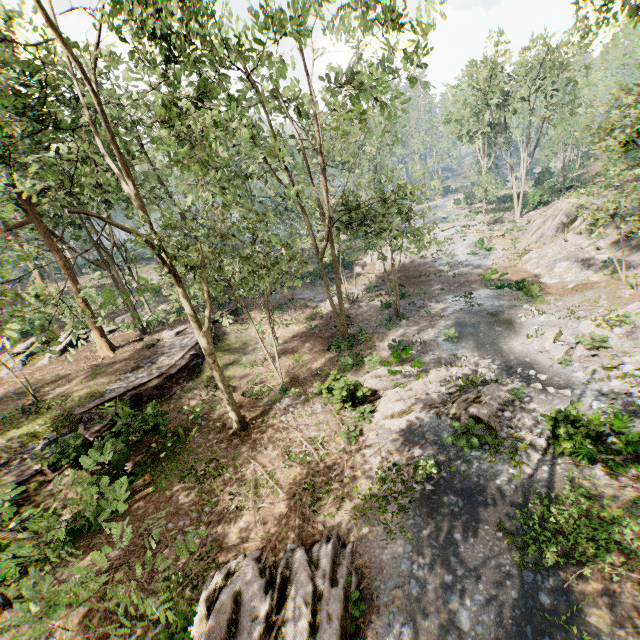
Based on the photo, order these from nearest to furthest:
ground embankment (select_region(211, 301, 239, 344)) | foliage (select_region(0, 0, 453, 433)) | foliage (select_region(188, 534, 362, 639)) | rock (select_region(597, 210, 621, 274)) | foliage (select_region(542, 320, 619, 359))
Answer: foliage (select_region(188, 534, 362, 639)) < foliage (select_region(0, 0, 453, 433)) < foliage (select_region(542, 320, 619, 359)) < rock (select_region(597, 210, 621, 274)) < ground embankment (select_region(211, 301, 239, 344))

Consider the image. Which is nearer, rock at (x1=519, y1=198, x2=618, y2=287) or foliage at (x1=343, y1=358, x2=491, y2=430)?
foliage at (x1=343, y1=358, x2=491, y2=430)

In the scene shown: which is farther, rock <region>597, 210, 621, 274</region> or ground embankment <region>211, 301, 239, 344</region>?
ground embankment <region>211, 301, 239, 344</region>

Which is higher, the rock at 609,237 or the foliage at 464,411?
the rock at 609,237

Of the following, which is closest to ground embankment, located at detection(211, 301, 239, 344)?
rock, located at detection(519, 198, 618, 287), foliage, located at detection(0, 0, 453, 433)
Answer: foliage, located at detection(0, 0, 453, 433)

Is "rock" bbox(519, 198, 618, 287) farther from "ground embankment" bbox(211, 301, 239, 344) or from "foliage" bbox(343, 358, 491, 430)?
"ground embankment" bbox(211, 301, 239, 344)

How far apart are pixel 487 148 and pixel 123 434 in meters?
57.9 m

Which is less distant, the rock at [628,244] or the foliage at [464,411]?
the foliage at [464,411]
